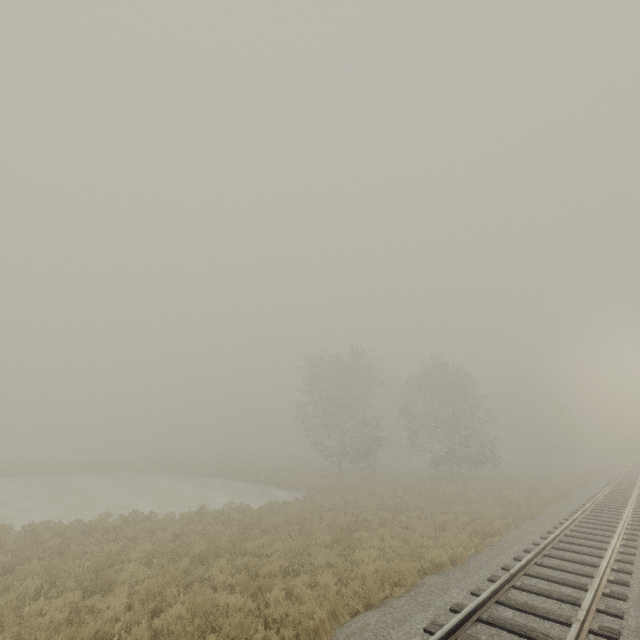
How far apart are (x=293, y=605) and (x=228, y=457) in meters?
54.5 m
